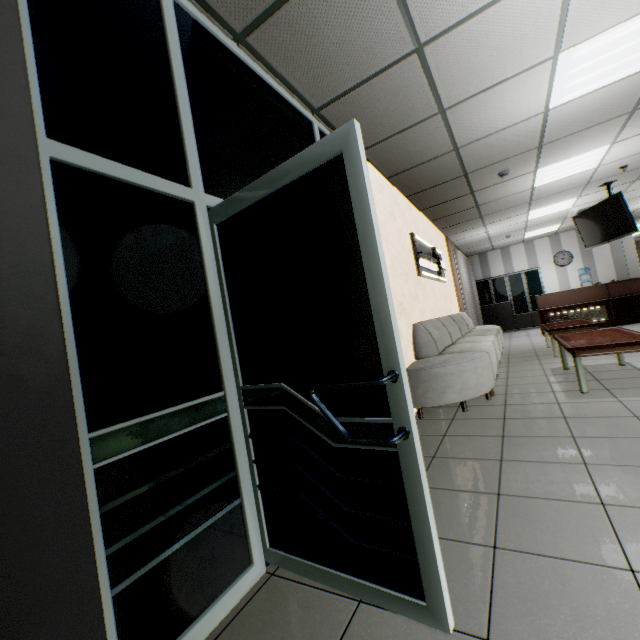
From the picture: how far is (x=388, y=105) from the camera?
3.18m

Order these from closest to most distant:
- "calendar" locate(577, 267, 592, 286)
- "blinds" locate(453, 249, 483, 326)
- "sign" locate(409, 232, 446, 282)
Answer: "sign" locate(409, 232, 446, 282) < "blinds" locate(453, 249, 483, 326) < "calendar" locate(577, 267, 592, 286)

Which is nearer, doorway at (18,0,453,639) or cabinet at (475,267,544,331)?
doorway at (18,0,453,639)

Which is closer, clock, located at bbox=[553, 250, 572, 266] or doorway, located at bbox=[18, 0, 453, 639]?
doorway, located at bbox=[18, 0, 453, 639]

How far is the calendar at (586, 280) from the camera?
11.3 meters

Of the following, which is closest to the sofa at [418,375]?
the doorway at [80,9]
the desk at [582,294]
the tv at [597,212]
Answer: the doorway at [80,9]

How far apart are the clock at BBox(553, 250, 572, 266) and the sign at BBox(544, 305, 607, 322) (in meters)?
3.60

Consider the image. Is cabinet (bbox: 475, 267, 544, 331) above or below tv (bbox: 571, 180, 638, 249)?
below
